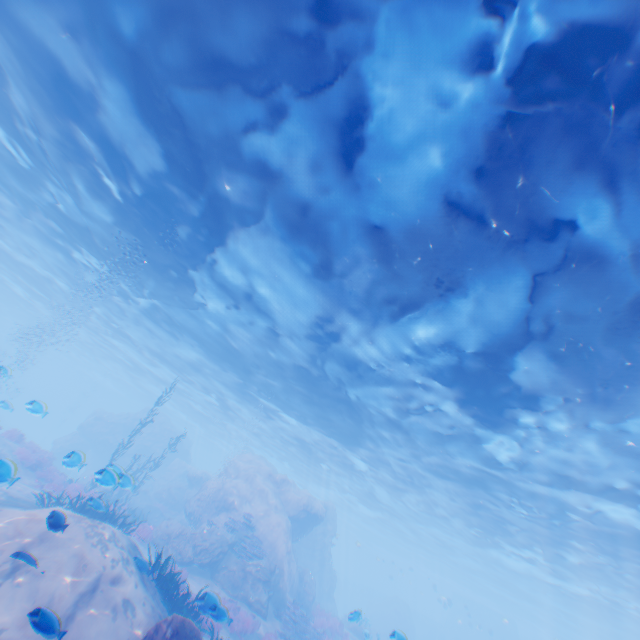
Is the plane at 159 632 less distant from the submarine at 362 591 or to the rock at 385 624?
the rock at 385 624

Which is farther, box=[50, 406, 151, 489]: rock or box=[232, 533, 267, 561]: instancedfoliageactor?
box=[50, 406, 151, 489]: rock

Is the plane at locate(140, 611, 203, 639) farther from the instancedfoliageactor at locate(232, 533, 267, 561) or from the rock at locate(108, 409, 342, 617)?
the instancedfoliageactor at locate(232, 533, 267, 561)

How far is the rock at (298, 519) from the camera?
17.0 meters

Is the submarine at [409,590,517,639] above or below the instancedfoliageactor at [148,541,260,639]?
above

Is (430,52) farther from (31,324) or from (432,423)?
(31,324)

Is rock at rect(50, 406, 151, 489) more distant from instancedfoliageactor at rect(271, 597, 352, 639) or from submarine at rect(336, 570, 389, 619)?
submarine at rect(336, 570, 389, 619)

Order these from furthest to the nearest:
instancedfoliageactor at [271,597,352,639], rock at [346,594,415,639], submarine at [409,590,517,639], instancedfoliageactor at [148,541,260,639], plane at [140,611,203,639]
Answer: submarine at [409,590,517,639] < instancedfoliageactor at [271,597,352,639] < rock at [346,594,415,639] < instancedfoliageactor at [148,541,260,639] < plane at [140,611,203,639]
